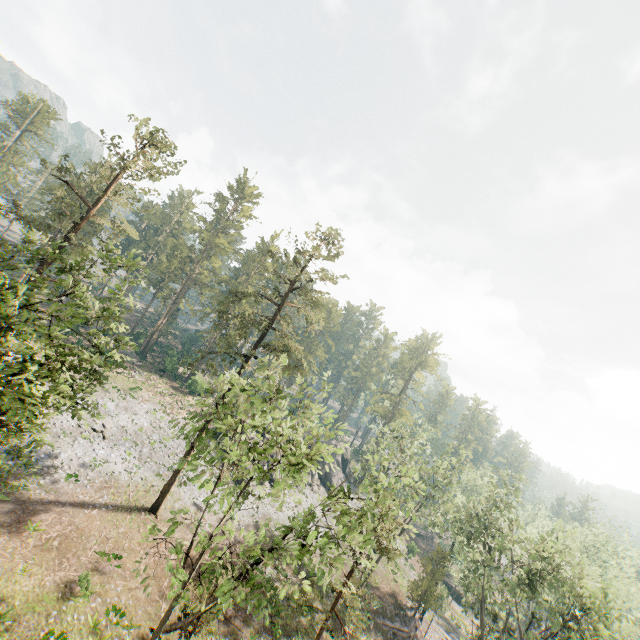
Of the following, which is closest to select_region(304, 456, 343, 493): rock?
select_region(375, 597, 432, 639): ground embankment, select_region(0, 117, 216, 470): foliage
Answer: select_region(0, 117, 216, 470): foliage

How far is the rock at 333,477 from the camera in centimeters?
4953cm

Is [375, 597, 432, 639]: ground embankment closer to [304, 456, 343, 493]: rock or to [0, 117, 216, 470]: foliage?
[0, 117, 216, 470]: foliage

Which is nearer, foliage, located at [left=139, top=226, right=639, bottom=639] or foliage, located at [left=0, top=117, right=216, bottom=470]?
foliage, located at [left=139, top=226, right=639, bottom=639]

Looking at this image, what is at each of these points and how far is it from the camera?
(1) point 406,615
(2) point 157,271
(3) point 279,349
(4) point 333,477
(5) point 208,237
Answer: (1) ground embankment, 36.7m
(2) foliage, 57.8m
(3) foliage, 27.0m
(4) rock, 53.7m
(5) foliage, 59.5m

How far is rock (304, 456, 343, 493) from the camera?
49.53m

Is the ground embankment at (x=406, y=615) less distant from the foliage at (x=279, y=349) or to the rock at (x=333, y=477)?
the foliage at (x=279, y=349)
